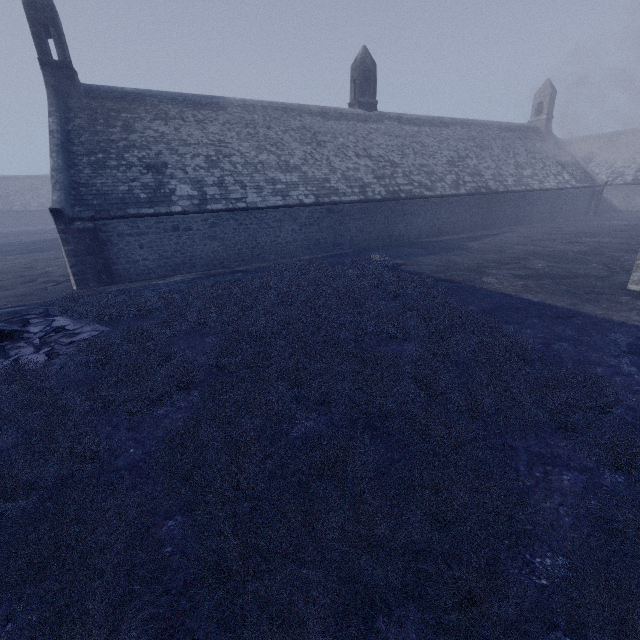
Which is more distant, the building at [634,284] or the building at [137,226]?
the building at [137,226]

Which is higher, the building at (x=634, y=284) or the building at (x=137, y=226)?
the building at (x=137, y=226)

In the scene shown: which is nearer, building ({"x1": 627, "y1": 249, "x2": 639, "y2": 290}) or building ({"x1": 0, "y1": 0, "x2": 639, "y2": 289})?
Answer: building ({"x1": 627, "y1": 249, "x2": 639, "y2": 290})

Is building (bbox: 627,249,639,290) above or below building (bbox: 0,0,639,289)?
below

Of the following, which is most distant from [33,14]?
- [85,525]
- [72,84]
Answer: → [85,525]
